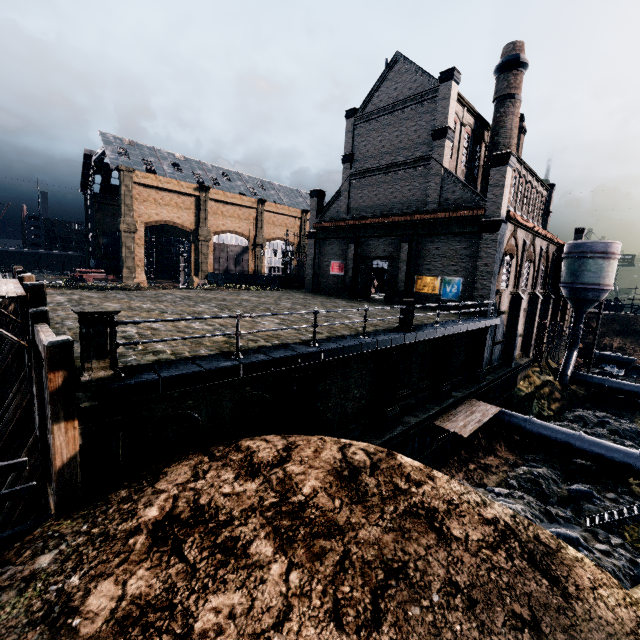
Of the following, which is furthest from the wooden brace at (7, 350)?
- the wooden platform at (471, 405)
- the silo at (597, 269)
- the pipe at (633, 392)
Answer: the pipe at (633, 392)

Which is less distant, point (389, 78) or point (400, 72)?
point (400, 72)

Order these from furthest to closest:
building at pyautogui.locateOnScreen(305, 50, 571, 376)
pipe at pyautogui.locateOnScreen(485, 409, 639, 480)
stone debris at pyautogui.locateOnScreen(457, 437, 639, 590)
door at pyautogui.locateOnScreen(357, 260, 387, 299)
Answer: door at pyautogui.locateOnScreen(357, 260, 387, 299), building at pyautogui.locateOnScreen(305, 50, 571, 376), pipe at pyautogui.locateOnScreen(485, 409, 639, 480), stone debris at pyautogui.locateOnScreen(457, 437, 639, 590)

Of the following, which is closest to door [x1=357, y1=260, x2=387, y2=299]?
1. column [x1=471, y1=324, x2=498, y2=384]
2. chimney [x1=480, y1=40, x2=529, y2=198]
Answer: chimney [x1=480, y1=40, x2=529, y2=198]

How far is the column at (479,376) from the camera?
23.2 meters

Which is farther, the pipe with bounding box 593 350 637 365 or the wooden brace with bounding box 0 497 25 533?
the pipe with bounding box 593 350 637 365

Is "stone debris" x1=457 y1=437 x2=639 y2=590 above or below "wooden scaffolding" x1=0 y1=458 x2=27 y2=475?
below

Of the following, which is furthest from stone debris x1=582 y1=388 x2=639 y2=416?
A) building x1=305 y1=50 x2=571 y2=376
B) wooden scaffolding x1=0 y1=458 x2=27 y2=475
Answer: wooden scaffolding x1=0 y1=458 x2=27 y2=475
